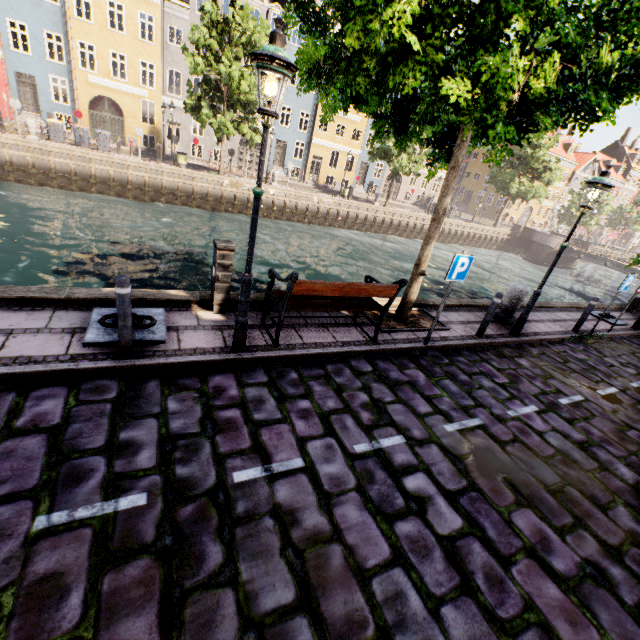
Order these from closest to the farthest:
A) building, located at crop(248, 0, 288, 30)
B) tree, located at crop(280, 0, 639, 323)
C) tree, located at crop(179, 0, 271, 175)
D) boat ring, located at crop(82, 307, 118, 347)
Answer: tree, located at crop(280, 0, 639, 323) → boat ring, located at crop(82, 307, 118, 347) → tree, located at crop(179, 0, 271, 175) → building, located at crop(248, 0, 288, 30)

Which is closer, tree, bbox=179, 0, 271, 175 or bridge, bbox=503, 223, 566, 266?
tree, bbox=179, 0, 271, 175

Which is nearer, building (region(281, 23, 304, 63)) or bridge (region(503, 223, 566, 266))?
building (region(281, 23, 304, 63))

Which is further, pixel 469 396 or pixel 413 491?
pixel 469 396

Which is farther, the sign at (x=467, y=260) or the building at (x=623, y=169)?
the building at (x=623, y=169)

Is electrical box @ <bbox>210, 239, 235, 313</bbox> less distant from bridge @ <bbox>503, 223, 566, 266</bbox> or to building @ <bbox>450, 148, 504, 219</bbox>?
building @ <bbox>450, 148, 504, 219</bbox>

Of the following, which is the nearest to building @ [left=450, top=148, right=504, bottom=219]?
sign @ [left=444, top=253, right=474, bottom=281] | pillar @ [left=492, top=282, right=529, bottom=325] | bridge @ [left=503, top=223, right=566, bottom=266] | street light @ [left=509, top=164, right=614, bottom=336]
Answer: street light @ [left=509, top=164, right=614, bottom=336]

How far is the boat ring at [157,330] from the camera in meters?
4.6 m
